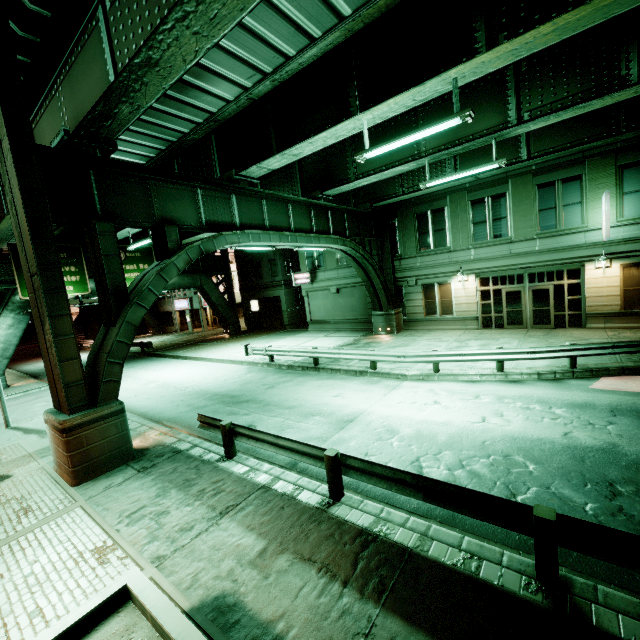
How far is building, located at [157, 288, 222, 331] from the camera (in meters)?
Answer: 41.31

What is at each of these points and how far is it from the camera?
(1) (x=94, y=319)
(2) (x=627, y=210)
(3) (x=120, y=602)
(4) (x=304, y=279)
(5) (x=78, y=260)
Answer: (1) building, 44.75m
(2) building, 16.11m
(3) planter, 3.90m
(4) sign, 28.36m
(5) sign, 24.16m

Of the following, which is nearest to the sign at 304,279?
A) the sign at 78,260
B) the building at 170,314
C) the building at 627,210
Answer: the building at 170,314

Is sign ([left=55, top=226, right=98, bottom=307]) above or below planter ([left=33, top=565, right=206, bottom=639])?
above

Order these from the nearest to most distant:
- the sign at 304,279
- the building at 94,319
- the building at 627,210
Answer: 1. the building at 627,210
2. the sign at 304,279
3. the building at 94,319

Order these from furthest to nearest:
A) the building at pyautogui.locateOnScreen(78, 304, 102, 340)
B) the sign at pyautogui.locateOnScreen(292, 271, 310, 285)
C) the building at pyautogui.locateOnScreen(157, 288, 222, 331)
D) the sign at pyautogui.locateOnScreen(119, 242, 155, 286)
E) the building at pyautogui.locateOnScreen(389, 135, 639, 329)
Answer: the building at pyautogui.locateOnScreen(78, 304, 102, 340) < the building at pyautogui.locateOnScreen(157, 288, 222, 331) < the sign at pyautogui.locateOnScreen(292, 271, 310, 285) < the sign at pyautogui.locateOnScreen(119, 242, 155, 286) < the building at pyautogui.locateOnScreen(389, 135, 639, 329)

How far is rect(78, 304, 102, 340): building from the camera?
44.1m

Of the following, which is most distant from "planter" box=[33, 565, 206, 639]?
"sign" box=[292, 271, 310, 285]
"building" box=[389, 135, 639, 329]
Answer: "sign" box=[292, 271, 310, 285]
